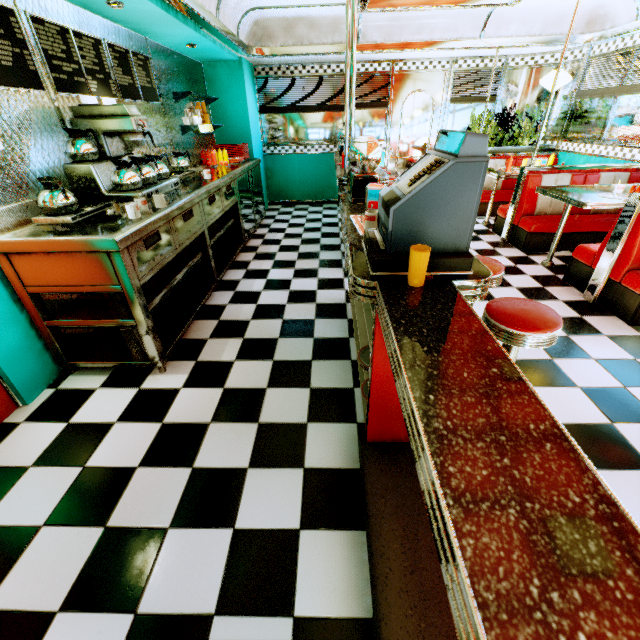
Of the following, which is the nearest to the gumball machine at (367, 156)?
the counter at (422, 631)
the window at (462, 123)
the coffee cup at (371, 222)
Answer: the counter at (422, 631)

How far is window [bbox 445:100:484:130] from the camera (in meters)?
6.70

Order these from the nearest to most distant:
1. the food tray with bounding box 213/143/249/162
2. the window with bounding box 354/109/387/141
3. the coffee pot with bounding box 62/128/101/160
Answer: the coffee pot with bounding box 62/128/101/160
the food tray with bounding box 213/143/249/162
the window with bounding box 354/109/387/141

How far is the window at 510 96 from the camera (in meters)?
6.26

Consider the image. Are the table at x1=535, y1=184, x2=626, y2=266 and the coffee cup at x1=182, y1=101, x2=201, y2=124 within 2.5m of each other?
no

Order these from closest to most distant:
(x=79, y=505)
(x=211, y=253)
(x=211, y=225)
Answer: (x=79, y=505)
(x=211, y=253)
(x=211, y=225)

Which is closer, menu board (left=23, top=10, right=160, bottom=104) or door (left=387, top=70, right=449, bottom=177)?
menu board (left=23, top=10, right=160, bottom=104)

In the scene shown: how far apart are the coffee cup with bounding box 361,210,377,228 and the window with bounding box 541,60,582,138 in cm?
663
